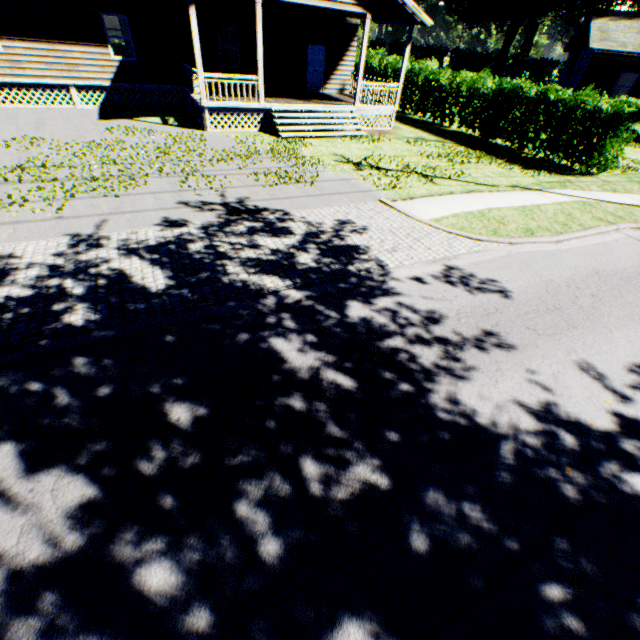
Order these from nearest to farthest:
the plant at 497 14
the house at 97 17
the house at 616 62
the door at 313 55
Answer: the house at 97 17 < the door at 313 55 < the house at 616 62 < the plant at 497 14

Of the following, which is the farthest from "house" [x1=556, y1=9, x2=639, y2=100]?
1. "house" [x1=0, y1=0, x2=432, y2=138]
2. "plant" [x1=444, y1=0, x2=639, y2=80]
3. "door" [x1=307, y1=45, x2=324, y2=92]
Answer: "plant" [x1=444, y1=0, x2=639, y2=80]

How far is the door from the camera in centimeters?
1830cm

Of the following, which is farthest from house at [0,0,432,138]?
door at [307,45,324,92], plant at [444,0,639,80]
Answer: plant at [444,0,639,80]

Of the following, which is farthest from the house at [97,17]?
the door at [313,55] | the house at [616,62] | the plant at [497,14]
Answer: the plant at [497,14]

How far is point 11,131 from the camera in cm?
1181

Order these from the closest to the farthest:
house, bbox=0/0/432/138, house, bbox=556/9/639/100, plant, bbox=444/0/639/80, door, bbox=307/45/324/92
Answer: house, bbox=0/0/432/138, door, bbox=307/45/324/92, house, bbox=556/9/639/100, plant, bbox=444/0/639/80

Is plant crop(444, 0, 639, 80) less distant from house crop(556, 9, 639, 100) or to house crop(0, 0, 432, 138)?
house crop(556, 9, 639, 100)
